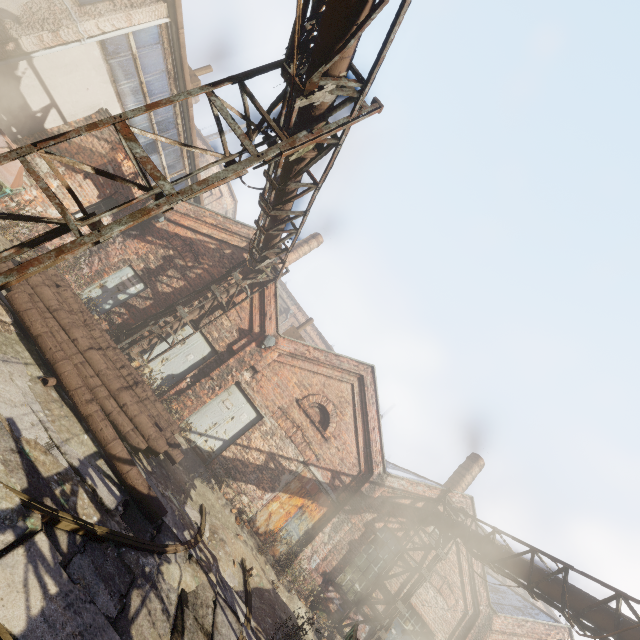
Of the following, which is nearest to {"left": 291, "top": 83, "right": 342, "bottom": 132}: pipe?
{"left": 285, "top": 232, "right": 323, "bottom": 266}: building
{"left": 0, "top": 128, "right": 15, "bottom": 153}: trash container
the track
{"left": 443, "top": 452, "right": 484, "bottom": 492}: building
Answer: the track

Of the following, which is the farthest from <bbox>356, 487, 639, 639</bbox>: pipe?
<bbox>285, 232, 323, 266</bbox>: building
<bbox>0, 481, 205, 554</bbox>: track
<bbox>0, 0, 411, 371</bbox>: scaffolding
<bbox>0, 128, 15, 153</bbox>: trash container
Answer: <bbox>285, 232, 323, 266</bbox>: building

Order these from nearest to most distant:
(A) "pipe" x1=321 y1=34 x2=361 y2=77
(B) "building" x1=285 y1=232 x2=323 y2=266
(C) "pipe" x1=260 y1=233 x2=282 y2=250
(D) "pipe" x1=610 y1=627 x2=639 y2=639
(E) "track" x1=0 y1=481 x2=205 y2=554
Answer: (E) "track" x1=0 y1=481 x2=205 y2=554 → (A) "pipe" x1=321 y1=34 x2=361 y2=77 → (D) "pipe" x1=610 y1=627 x2=639 y2=639 → (C) "pipe" x1=260 y1=233 x2=282 y2=250 → (B) "building" x1=285 y1=232 x2=323 y2=266

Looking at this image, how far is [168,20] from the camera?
8.18m

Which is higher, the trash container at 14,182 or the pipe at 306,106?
the pipe at 306,106

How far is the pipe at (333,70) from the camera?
4.25m

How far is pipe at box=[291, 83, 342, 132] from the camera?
4.59m
